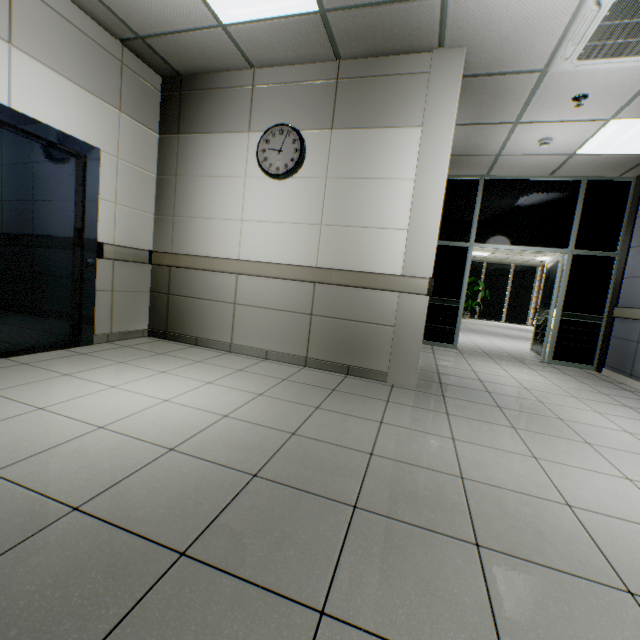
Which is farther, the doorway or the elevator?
the doorway

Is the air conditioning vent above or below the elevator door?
above

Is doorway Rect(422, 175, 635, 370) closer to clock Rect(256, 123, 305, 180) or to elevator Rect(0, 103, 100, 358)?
clock Rect(256, 123, 305, 180)

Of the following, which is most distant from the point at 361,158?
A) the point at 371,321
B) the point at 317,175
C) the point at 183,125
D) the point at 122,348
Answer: the point at 122,348

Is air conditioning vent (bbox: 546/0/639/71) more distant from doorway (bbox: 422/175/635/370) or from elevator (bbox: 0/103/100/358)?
elevator (bbox: 0/103/100/358)

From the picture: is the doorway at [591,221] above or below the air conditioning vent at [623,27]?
below

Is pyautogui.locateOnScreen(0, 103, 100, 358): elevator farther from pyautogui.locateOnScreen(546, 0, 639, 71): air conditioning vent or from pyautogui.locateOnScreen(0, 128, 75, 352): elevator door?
A: pyautogui.locateOnScreen(546, 0, 639, 71): air conditioning vent

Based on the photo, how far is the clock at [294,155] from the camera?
3.48m
